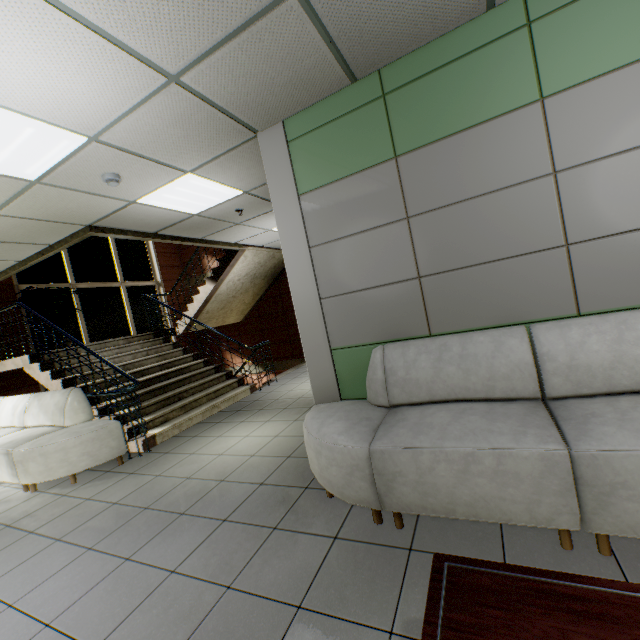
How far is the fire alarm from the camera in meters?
3.2 m

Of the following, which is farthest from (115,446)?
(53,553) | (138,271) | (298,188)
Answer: (138,271)

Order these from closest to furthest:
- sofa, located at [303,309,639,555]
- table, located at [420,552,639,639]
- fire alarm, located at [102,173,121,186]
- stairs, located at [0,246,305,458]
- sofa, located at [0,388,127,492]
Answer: table, located at [420,552,639,639], sofa, located at [303,309,639,555], fire alarm, located at [102,173,121,186], sofa, located at [0,388,127,492], stairs, located at [0,246,305,458]

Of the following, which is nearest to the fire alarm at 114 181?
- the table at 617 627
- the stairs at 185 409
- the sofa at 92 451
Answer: the stairs at 185 409

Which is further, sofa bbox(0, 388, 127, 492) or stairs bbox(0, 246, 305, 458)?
stairs bbox(0, 246, 305, 458)

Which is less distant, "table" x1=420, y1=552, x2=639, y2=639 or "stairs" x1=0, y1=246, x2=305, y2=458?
"table" x1=420, y1=552, x2=639, y2=639

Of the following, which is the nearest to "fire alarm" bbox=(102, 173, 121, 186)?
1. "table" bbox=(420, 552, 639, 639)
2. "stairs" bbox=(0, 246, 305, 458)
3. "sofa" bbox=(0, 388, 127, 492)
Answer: "stairs" bbox=(0, 246, 305, 458)

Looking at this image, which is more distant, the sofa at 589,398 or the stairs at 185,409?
the stairs at 185,409
